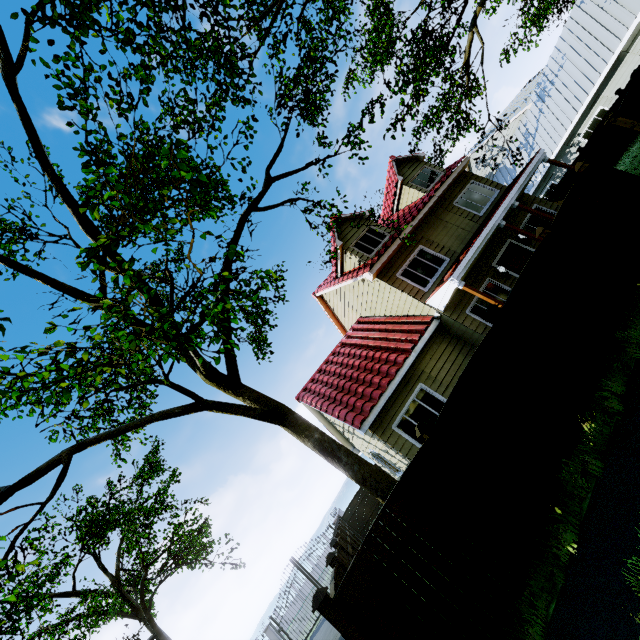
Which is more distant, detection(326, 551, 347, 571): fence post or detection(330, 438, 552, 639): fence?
detection(326, 551, 347, 571): fence post

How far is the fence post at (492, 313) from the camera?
5.8 meters

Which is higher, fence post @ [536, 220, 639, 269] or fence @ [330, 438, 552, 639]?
fence post @ [536, 220, 639, 269]

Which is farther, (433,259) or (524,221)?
(524,221)

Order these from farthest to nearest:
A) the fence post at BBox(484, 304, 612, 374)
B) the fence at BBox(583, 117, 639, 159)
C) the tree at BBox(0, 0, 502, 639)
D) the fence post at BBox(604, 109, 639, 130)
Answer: the fence at BBox(583, 117, 639, 159) < the fence post at BBox(604, 109, 639, 130) < the fence post at BBox(484, 304, 612, 374) < the tree at BBox(0, 0, 502, 639)

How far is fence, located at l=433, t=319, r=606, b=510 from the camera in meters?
5.1 m

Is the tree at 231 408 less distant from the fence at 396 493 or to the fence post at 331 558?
the fence at 396 493

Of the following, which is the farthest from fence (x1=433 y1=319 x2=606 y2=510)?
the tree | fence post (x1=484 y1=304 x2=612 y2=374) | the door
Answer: the door
